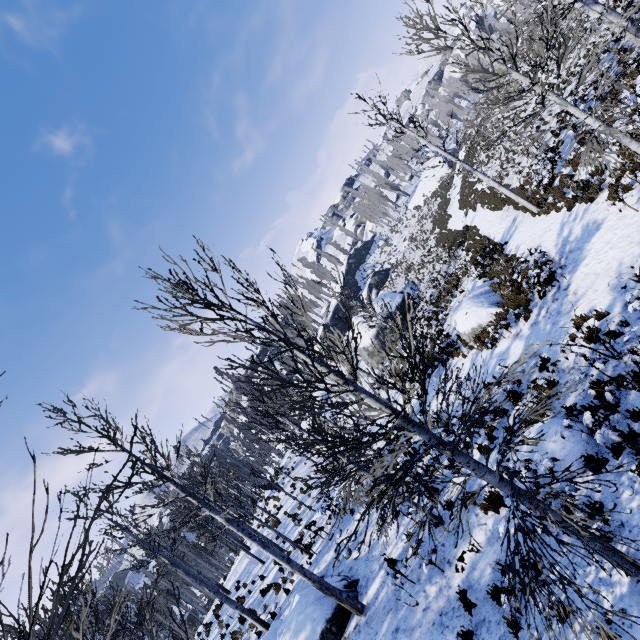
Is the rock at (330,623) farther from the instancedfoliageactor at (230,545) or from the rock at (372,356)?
the instancedfoliageactor at (230,545)

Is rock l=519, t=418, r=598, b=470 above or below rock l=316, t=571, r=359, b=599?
below

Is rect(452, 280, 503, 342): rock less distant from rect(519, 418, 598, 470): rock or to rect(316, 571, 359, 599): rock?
rect(519, 418, 598, 470): rock

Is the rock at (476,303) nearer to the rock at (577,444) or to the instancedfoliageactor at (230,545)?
the rock at (577,444)

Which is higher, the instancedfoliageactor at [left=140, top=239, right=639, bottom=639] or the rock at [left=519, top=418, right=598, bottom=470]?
the instancedfoliageactor at [left=140, top=239, right=639, bottom=639]

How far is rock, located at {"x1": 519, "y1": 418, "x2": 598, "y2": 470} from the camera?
6.3 meters

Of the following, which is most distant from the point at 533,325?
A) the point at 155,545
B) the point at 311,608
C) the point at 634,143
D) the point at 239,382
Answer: the point at 155,545

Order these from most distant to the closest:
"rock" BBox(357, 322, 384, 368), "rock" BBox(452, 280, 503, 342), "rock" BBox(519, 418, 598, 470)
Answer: "rock" BBox(357, 322, 384, 368), "rock" BBox(452, 280, 503, 342), "rock" BBox(519, 418, 598, 470)
